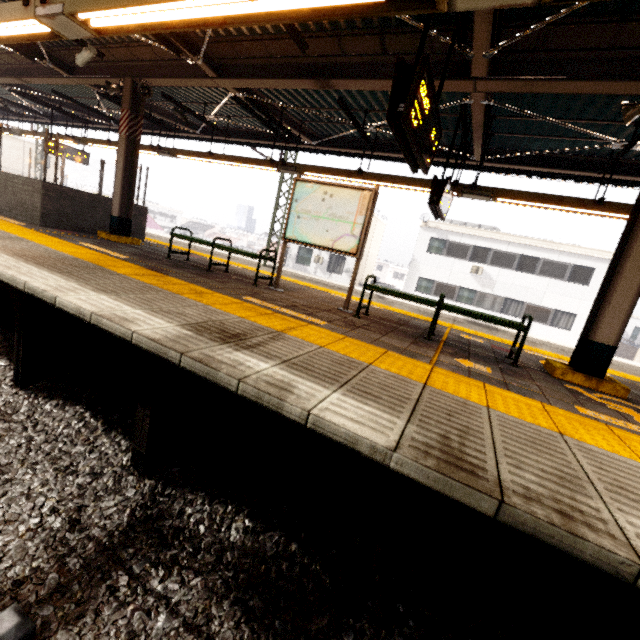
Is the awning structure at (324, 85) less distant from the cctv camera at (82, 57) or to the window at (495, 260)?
the cctv camera at (82, 57)

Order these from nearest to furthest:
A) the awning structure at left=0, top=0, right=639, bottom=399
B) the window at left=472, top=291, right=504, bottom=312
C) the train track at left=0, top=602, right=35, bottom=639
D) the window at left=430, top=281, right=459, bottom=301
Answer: the train track at left=0, top=602, right=35, bottom=639 < the awning structure at left=0, top=0, right=639, bottom=399 < the window at left=472, top=291, right=504, bottom=312 < the window at left=430, top=281, right=459, bottom=301

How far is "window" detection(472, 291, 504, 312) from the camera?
22.27m

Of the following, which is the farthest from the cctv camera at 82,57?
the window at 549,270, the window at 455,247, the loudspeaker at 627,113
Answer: the window at 549,270

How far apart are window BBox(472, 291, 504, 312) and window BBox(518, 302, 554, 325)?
1.1 meters

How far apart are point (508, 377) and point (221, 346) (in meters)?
3.20

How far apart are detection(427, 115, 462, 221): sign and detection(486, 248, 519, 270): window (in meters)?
17.77

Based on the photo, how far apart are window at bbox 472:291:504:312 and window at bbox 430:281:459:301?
1.1m
